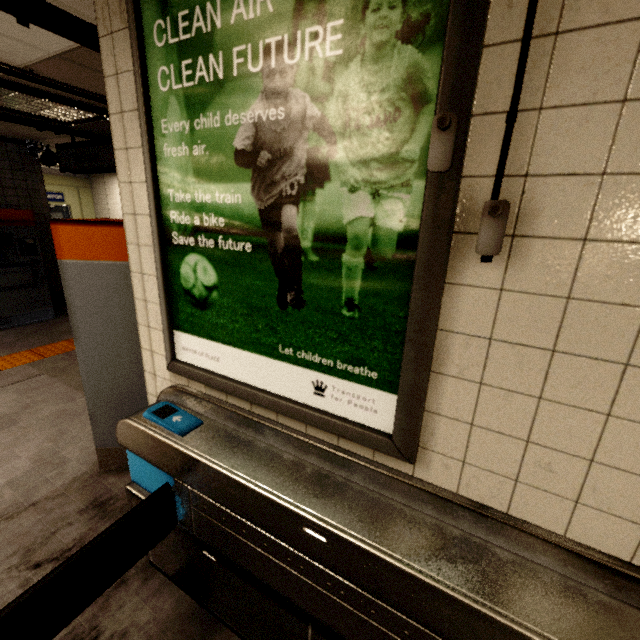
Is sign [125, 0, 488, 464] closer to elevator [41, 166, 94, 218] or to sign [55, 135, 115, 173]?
sign [55, 135, 115, 173]

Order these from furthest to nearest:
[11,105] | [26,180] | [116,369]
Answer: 1. [26,180]
2. [11,105]
3. [116,369]

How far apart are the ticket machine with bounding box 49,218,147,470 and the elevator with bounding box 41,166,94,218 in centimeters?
870cm

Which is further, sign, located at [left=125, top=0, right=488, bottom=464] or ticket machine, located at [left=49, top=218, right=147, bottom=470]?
ticket machine, located at [left=49, top=218, right=147, bottom=470]

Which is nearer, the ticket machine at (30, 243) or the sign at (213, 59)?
the sign at (213, 59)

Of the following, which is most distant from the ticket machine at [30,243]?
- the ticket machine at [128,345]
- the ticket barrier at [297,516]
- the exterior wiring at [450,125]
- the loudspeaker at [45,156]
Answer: the exterior wiring at [450,125]

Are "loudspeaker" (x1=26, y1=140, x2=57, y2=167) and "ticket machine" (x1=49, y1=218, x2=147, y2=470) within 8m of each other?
yes

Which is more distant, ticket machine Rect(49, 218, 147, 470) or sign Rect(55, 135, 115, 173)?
sign Rect(55, 135, 115, 173)
